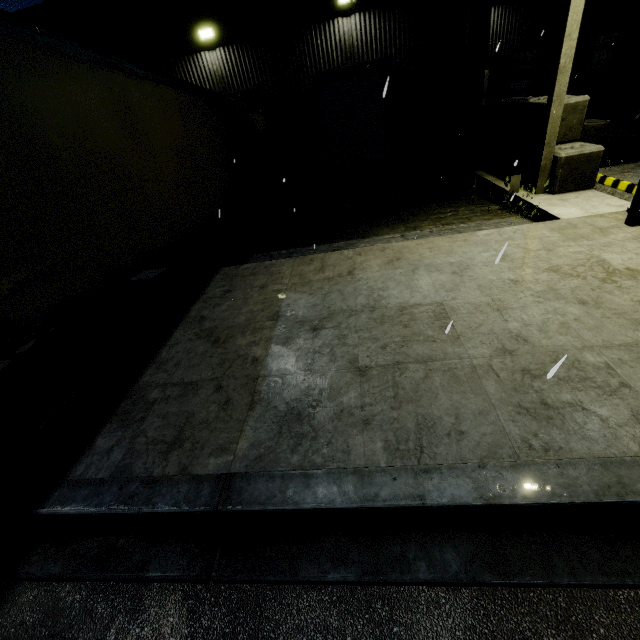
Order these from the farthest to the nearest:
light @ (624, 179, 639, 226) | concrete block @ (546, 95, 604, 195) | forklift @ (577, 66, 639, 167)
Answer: forklift @ (577, 66, 639, 167) < concrete block @ (546, 95, 604, 195) < light @ (624, 179, 639, 226)

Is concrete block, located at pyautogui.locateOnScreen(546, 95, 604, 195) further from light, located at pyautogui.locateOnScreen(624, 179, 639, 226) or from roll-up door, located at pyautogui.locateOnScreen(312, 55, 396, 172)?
light, located at pyautogui.locateOnScreen(624, 179, 639, 226)

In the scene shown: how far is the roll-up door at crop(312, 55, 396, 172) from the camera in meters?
12.1 m

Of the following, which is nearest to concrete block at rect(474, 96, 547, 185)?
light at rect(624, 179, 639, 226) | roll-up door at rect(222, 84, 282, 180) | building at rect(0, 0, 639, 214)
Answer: building at rect(0, 0, 639, 214)

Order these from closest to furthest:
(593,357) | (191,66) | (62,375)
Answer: (593,357), (62,375), (191,66)

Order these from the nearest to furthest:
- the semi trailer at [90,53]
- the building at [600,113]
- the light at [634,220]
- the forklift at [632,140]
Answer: the semi trailer at [90,53] → the light at [634,220] → the forklift at [632,140] → the building at [600,113]

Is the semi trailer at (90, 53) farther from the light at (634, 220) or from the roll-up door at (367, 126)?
the light at (634, 220)

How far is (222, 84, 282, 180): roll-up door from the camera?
12.5 meters
